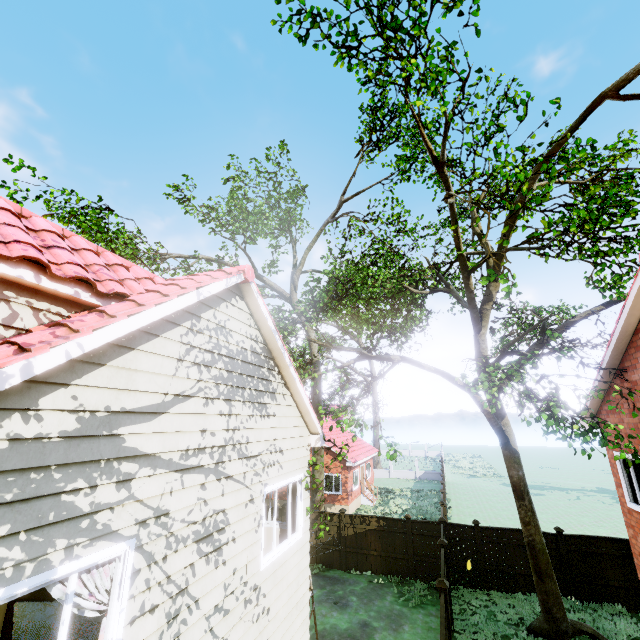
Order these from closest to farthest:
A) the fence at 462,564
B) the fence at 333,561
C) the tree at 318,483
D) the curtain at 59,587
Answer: the curtain at 59,587 → the tree at 318,483 → the fence at 462,564 → the fence at 333,561

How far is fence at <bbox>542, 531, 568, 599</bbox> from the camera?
12.5m

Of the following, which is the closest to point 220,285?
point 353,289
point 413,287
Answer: point 413,287

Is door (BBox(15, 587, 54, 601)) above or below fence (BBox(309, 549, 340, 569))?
above

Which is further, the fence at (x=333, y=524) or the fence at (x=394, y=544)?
the fence at (x=333, y=524)

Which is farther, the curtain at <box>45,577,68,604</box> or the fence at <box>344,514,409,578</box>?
the fence at <box>344,514,409,578</box>

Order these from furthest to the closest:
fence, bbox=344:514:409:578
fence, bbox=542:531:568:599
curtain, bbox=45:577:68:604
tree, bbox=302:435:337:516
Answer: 1. fence, bbox=344:514:409:578
2. fence, bbox=542:531:568:599
3. tree, bbox=302:435:337:516
4. curtain, bbox=45:577:68:604
